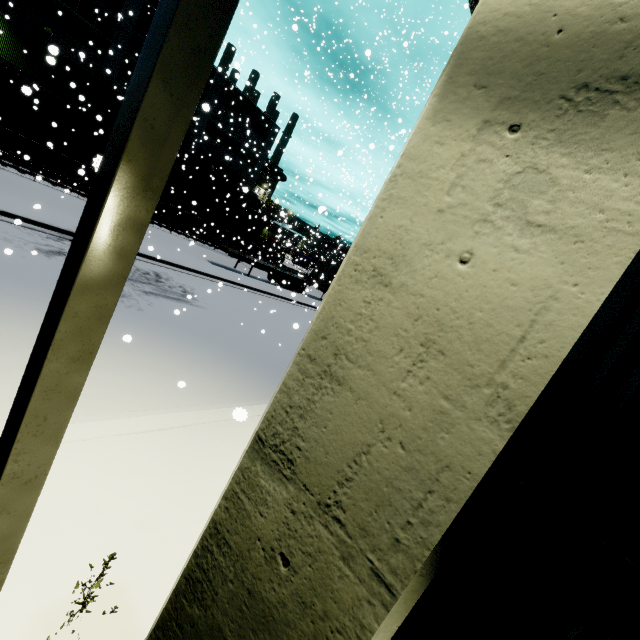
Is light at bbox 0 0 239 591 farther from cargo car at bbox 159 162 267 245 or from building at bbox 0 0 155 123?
cargo car at bbox 159 162 267 245

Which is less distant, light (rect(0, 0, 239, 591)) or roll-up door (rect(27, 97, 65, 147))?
light (rect(0, 0, 239, 591))

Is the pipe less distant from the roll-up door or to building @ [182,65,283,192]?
building @ [182,65,283,192]

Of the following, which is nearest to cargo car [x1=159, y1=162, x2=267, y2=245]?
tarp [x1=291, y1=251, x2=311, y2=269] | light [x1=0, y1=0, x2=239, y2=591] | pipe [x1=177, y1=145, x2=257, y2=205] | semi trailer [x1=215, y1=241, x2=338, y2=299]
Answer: semi trailer [x1=215, y1=241, x2=338, y2=299]

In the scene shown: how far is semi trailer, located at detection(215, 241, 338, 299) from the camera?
24.4 meters

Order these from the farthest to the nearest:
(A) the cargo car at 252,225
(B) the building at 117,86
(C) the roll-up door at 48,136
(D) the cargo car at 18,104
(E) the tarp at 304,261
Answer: (E) the tarp at 304,261 < (A) the cargo car at 252,225 < (C) the roll-up door at 48,136 < (B) the building at 117,86 < (D) the cargo car at 18,104

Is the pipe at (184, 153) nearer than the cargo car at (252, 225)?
No

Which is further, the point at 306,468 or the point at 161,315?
the point at 161,315
